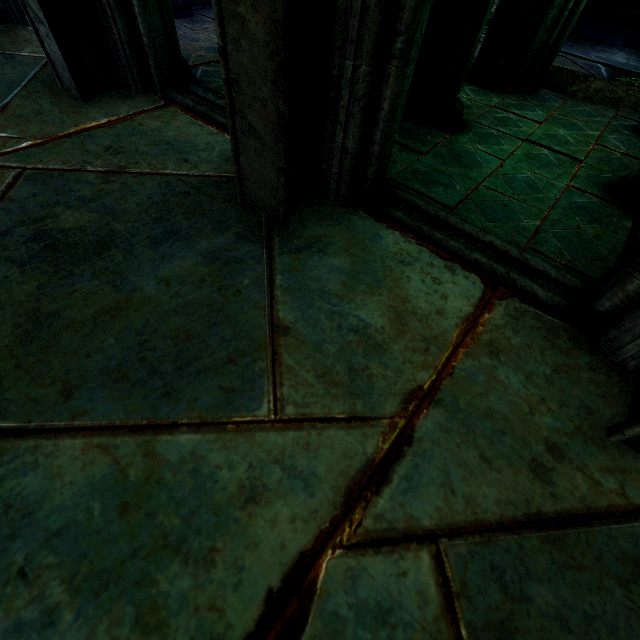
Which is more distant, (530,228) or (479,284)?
(530,228)

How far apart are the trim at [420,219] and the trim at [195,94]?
0.8m

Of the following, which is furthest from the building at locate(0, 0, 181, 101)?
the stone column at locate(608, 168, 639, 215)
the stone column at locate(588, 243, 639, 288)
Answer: the stone column at locate(608, 168, 639, 215)

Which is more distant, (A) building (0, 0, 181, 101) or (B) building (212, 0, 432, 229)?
(A) building (0, 0, 181, 101)

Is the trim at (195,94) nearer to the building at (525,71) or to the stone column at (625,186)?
the building at (525,71)

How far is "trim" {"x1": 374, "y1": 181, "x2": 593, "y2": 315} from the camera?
2.5 meters

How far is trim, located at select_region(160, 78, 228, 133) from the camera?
3.7m

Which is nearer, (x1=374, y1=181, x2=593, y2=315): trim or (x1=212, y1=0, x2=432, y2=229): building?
(x1=212, y1=0, x2=432, y2=229): building
